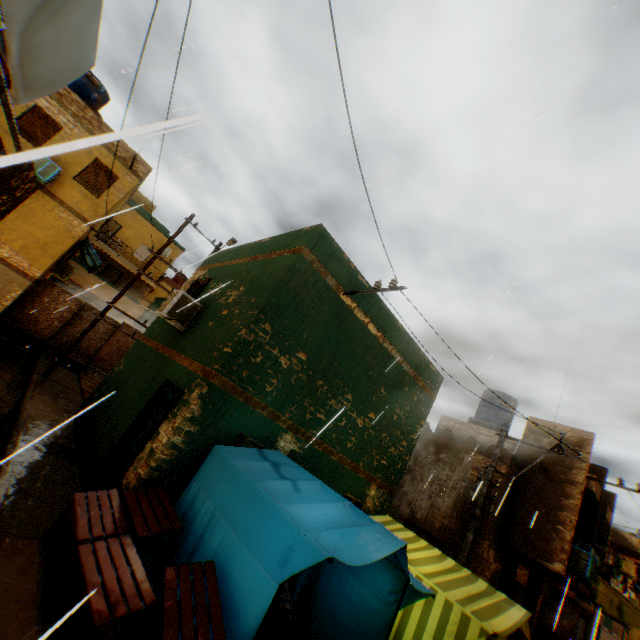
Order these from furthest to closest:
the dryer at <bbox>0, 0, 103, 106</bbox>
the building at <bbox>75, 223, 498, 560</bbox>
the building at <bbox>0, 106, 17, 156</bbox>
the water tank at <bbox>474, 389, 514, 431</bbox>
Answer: the water tank at <bbox>474, 389, 514, 431</bbox> < the building at <bbox>0, 106, 17, 156</bbox> < the building at <bbox>75, 223, 498, 560</bbox> < the dryer at <bbox>0, 0, 103, 106</bbox>

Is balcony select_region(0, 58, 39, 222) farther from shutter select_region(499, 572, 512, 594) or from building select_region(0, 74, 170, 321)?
shutter select_region(499, 572, 512, 594)

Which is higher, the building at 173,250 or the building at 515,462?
the building at 173,250

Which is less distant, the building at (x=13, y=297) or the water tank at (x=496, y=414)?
the building at (x=13, y=297)

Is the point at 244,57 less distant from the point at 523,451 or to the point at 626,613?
the point at 523,451

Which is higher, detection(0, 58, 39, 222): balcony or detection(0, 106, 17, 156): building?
detection(0, 106, 17, 156): building

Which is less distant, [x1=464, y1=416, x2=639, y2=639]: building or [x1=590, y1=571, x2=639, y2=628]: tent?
[x1=464, y1=416, x2=639, y2=639]: building

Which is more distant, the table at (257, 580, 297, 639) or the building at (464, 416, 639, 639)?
the building at (464, 416, 639, 639)
